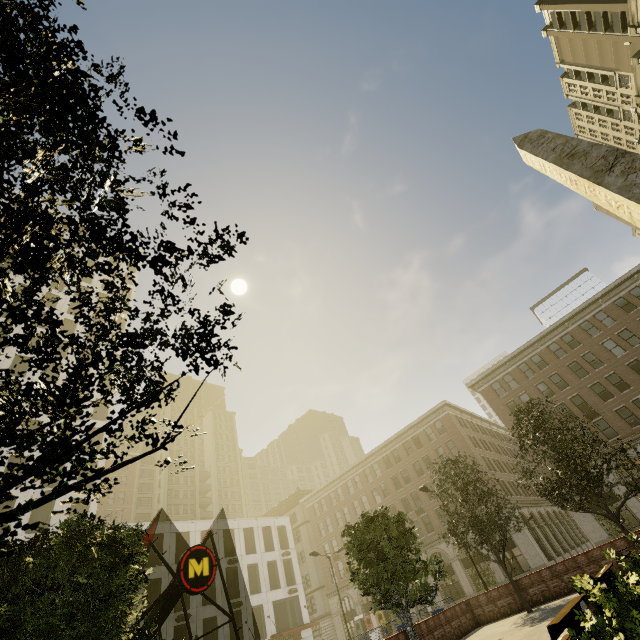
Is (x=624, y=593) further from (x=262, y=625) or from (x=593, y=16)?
(x=593, y=16)

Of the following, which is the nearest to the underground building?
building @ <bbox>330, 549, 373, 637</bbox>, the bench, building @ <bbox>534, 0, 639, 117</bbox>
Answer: the bench

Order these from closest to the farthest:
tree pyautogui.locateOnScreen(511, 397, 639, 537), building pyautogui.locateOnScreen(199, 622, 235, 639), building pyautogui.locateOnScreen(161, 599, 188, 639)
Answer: tree pyautogui.locateOnScreen(511, 397, 639, 537)
building pyautogui.locateOnScreen(161, 599, 188, 639)
building pyautogui.locateOnScreen(199, 622, 235, 639)

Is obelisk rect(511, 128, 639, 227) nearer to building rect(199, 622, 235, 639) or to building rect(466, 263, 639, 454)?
building rect(466, 263, 639, 454)

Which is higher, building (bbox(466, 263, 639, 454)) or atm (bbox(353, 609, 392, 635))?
building (bbox(466, 263, 639, 454))

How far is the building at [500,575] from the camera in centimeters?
3388cm

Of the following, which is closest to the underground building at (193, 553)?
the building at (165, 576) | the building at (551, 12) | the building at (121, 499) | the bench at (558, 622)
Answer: the building at (165, 576)

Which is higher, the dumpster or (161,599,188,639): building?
(161,599,188,639): building
